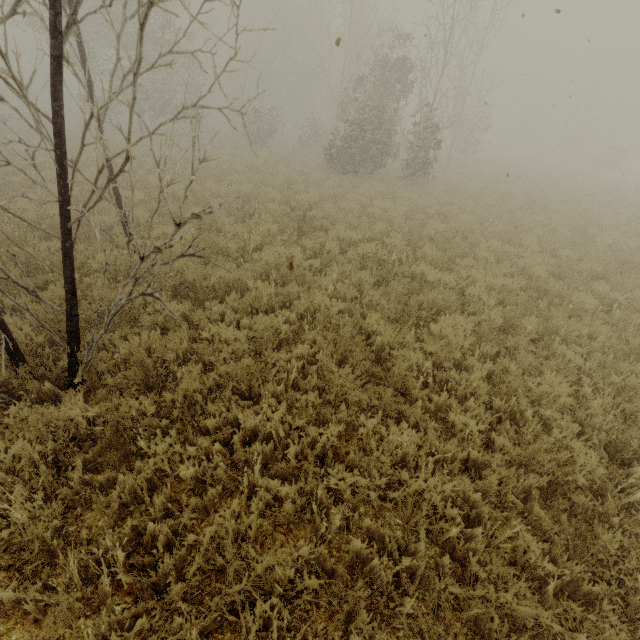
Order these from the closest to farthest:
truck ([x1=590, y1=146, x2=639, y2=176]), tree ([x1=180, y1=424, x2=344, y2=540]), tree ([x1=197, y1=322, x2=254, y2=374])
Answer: tree ([x1=180, y1=424, x2=344, y2=540]) < tree ([x1=197, y1=322, x2=254, y2=374]) < truck ([x1=590, y1=146, x2=639, y2=176])

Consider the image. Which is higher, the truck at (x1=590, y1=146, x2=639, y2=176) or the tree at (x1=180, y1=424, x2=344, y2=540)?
the truck at (x1=590, y1=146, x2=639, y2=176)

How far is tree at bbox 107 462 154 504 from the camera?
3.0 meters

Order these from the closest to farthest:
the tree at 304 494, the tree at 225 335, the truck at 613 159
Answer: the tree at 304 494, the tree at 225 335, the truck at 613 159

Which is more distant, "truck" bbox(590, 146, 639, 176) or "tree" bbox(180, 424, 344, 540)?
"truck" bbox(590, 146, 639, 176)

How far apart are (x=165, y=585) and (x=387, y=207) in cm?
1229

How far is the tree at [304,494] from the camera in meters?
3.0 m
